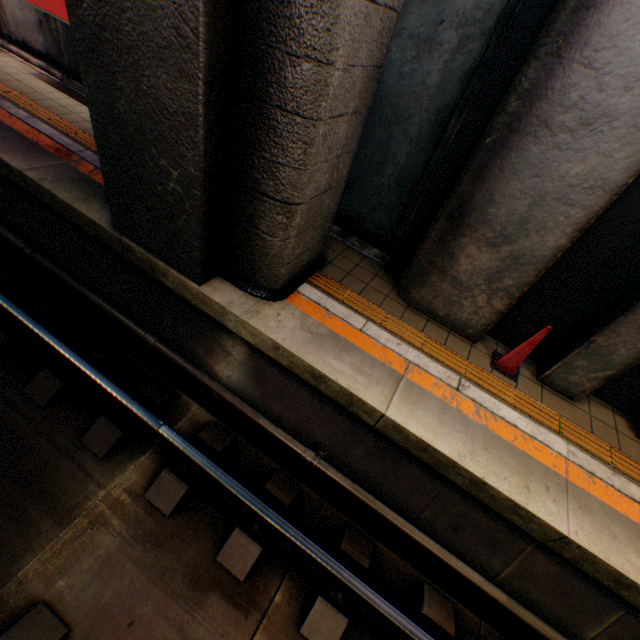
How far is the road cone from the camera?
4.0m

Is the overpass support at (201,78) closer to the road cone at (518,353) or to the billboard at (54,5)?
the billboard at (54,5)

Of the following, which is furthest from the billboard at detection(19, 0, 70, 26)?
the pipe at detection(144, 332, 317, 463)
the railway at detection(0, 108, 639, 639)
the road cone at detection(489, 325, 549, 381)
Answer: the road cone at detection(489, 325, 549, 381)

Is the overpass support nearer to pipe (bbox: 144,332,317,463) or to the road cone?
pipe (bbox: 144,332,317,463)

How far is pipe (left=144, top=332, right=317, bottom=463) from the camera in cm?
393

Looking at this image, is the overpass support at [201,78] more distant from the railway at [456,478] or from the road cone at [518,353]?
the road cone at [518,353]

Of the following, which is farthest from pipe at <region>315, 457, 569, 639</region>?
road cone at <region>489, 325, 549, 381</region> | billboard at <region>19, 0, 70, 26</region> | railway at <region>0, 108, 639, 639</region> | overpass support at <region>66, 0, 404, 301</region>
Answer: billboard at <region>19, 0, 70, 26</region>

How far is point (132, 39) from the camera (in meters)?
2.59
